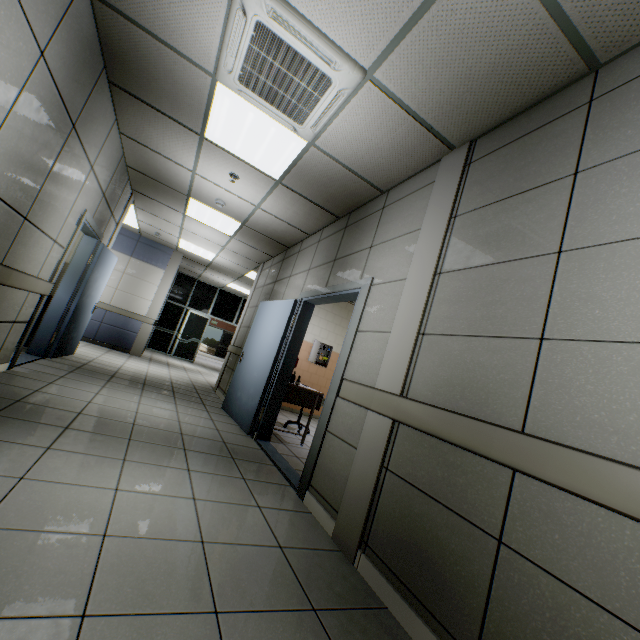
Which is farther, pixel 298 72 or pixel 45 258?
pixel 45 258

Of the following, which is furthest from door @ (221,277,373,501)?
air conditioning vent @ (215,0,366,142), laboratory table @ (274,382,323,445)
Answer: air conditioning vent @ (215,0,366,142)

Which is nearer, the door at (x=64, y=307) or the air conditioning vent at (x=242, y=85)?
the air conditioning vent at (x=242, y=85)

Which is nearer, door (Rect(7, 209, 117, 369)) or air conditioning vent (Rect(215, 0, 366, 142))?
air conditioning vent (Rect(215, 0, 366, 142))

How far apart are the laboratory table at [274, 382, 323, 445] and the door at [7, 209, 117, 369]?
3.15m

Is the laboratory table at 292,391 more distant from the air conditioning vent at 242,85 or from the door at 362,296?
the air conditioning vent at 242,85

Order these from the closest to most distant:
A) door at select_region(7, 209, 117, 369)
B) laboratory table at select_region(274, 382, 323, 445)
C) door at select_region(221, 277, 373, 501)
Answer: door at select_region(221, 277, 373, 501)
door at select_region(7, 209, 117, 369)
laboratory table at select_region(274, 382, 323, 445)

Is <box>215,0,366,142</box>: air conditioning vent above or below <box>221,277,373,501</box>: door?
above
